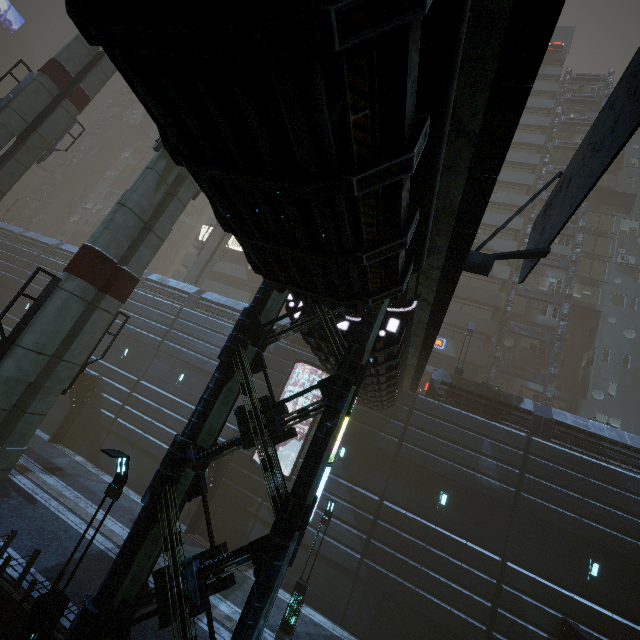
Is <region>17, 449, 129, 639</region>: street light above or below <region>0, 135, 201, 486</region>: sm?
below

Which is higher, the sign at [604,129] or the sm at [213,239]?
the sm at [213,239]

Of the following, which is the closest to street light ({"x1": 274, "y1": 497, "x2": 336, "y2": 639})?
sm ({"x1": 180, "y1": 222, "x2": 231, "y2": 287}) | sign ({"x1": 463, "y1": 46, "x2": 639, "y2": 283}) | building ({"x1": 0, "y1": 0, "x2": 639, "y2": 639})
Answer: building ({"x1": 0, "y1": 0, "x2": 639, "y2": 639})

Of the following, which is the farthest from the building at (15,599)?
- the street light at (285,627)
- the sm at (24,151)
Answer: the street light at (285,627)

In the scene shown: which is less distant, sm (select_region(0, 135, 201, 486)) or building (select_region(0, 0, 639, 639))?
building (select_region(0, 0, 639, 639))

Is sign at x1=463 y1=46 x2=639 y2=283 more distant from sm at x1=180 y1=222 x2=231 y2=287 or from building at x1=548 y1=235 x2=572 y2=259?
sm at x1=180 y1=222 x2=231 y2=287

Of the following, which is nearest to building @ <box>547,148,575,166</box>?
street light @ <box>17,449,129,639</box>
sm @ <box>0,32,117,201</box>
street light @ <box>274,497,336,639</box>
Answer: sm @ <box>0,32,117,201</box>

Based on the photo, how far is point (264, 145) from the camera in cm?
309
